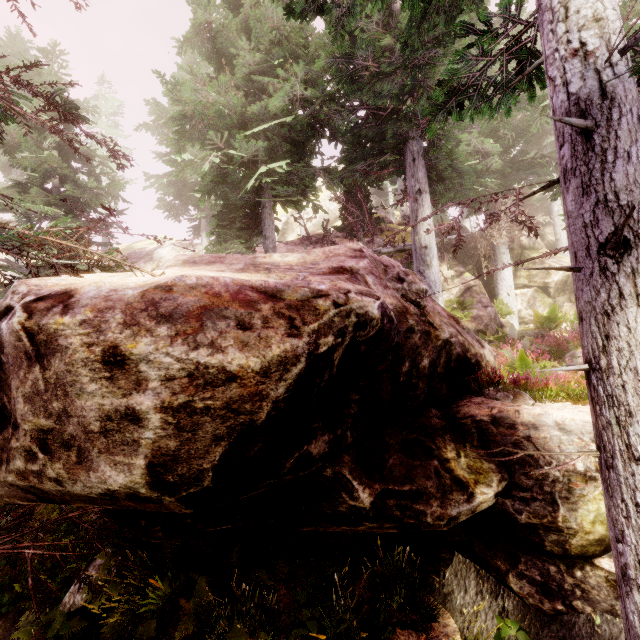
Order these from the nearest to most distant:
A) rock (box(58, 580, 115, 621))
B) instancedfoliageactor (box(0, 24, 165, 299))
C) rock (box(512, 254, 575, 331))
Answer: instancedfoliageactor (box(0, 24, 165, 299)), rock (box(58, 580, 115, 621)), rock (box(512, 254, 575, 331))

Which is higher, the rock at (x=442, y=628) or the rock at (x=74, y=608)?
the rock at (x=74, y=608)

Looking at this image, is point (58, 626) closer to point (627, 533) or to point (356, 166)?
point (627, 533)

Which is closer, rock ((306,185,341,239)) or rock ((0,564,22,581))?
rock ((0,564,22,581))

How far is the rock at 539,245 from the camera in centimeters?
1958cm

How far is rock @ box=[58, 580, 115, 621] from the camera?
5.4 meters
